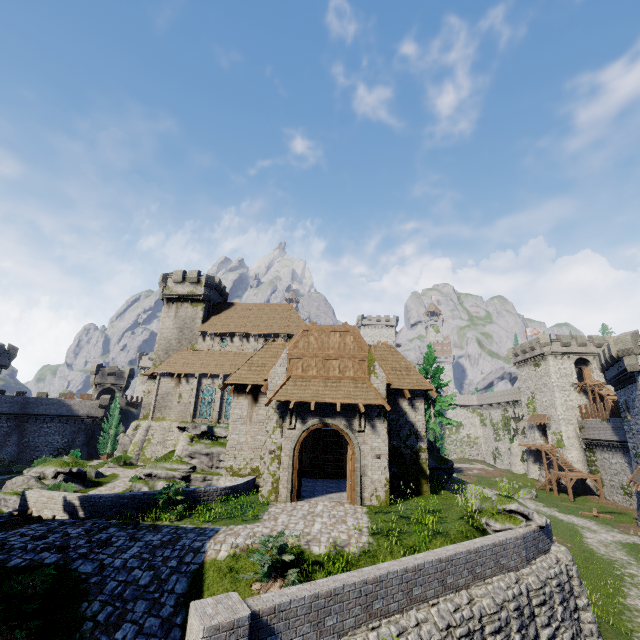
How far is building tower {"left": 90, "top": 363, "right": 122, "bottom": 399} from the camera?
58.1m

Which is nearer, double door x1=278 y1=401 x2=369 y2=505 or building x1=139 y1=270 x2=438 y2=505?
double door x1=278 y1=401 x2=369 y2=505

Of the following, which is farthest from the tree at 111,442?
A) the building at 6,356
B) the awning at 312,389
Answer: the awning at 312,389

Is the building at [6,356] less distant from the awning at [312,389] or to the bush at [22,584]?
the bush at [22,584]

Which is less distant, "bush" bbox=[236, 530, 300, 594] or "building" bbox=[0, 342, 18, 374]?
"bush" bbox=[236, 530, 300, 594]

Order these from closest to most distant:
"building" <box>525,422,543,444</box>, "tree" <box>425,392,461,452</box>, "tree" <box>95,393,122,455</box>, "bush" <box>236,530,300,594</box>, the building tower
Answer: "bush" <box>236,530,300,594</box>, "tree" <box>425,392,461,452</box>, "tree" <box>95,393,122,455</box>, "building" <box>525,422,543,444</box>, the building tower

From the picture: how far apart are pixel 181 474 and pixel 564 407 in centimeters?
5429cm

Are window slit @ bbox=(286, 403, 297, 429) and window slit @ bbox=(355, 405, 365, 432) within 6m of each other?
yes
